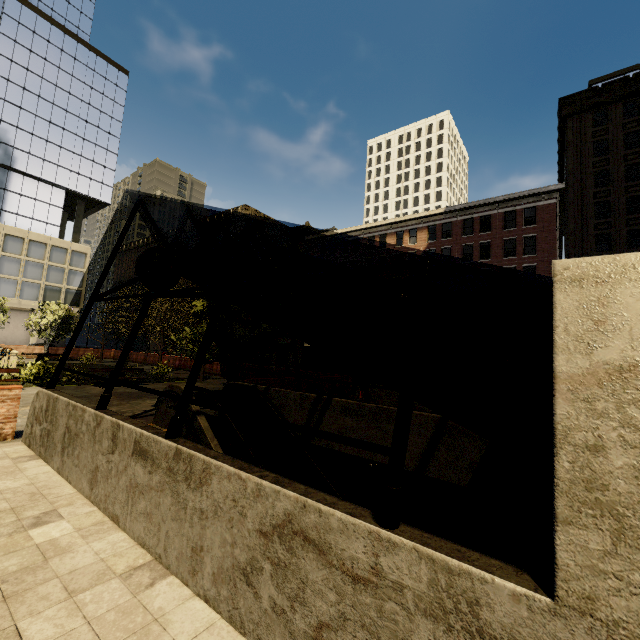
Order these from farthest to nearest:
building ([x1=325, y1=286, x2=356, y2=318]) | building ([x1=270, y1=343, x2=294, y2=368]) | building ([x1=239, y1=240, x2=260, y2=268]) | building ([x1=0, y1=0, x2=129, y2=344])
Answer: building ([x1=239, y1=240, x2=260, y2=268]), building ([x1=270, y1=343, x2=294, y2=368]), building ([x1=0, y1=0, x2=129, y2=344]), building ([x1=325, y1=286, x2=356, y2=318])

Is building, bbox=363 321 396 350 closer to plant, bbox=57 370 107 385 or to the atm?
the atm

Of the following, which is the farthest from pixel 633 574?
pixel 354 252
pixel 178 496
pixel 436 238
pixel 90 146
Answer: pixel 90 146

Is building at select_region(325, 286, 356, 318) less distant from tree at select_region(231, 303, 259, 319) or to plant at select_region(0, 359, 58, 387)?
tree at select_region(231, 303, 259, 319)

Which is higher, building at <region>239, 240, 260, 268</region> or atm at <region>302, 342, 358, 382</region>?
building at <region>239, 240, 260, 268</region>

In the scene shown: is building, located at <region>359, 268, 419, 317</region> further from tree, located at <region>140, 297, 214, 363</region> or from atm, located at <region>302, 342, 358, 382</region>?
atm, located at <region>302, 342, 358, 382</region>

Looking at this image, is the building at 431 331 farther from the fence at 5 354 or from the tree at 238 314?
the fence at 5 354

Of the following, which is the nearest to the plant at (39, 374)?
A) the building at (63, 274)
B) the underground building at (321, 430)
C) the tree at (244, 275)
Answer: the tree at (244, 275)
